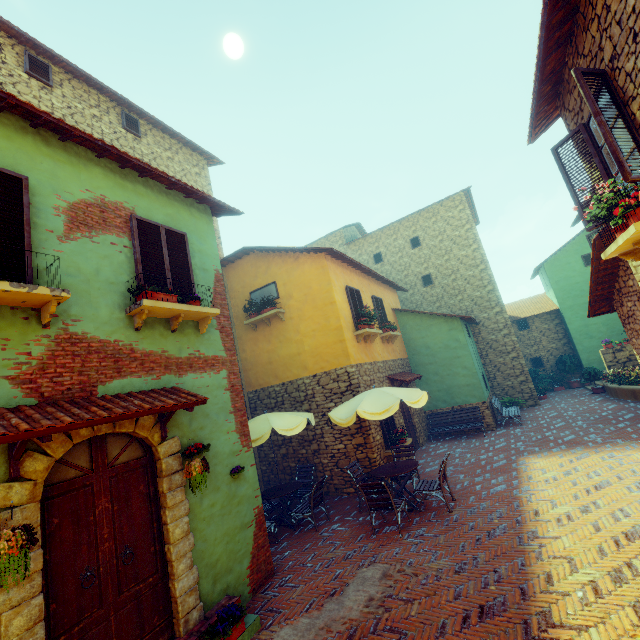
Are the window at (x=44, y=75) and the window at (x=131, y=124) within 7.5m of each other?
yes

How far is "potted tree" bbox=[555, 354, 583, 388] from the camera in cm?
1846

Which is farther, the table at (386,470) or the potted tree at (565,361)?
the potted tree at (565,361)

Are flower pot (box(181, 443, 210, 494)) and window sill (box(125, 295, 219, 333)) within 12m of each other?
yes

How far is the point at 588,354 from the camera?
18.2m

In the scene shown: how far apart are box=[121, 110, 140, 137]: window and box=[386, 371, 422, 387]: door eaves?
12.0m

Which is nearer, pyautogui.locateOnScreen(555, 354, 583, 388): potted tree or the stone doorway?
the stone doorway

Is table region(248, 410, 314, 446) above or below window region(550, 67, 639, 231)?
below
